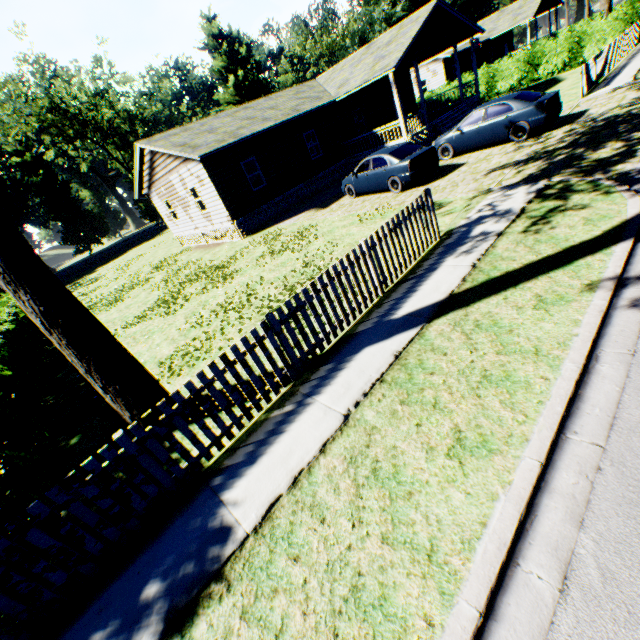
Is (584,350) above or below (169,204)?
below

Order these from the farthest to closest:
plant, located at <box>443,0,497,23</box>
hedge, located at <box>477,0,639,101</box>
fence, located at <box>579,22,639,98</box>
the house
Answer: plant, located at <box>443,0,497,23</box>
hedge, located at <box>477,0,639,101</box>
the house
fence, located at <box>579,22,639,98</box>

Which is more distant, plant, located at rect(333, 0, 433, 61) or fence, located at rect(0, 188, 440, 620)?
plant, located at rect(333, 0, 433, 61)

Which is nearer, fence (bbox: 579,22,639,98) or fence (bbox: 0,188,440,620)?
fence (bbox: 0,188,440,620)

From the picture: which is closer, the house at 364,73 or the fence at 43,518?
the fence at 43,518

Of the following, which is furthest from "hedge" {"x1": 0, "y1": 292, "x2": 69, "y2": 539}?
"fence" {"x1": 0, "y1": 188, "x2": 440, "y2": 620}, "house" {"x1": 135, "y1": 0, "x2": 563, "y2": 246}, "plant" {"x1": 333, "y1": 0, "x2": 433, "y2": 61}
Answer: "plant" {"x1": 333, "y1": 0, "x2": 433, "y2": 61}

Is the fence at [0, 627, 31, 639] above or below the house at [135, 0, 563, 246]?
below

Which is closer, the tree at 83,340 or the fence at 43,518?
the fence at 43,518
